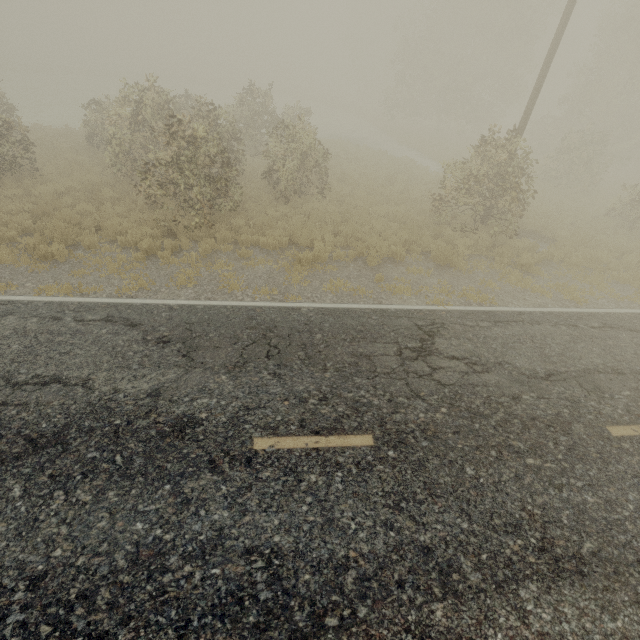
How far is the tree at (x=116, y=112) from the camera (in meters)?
9.85

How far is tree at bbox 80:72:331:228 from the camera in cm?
985

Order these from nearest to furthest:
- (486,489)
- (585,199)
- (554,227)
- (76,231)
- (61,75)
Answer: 1. (486,489)
2. (76,231)
3. (554,227)
4. (585,199)
5. (61,75)
